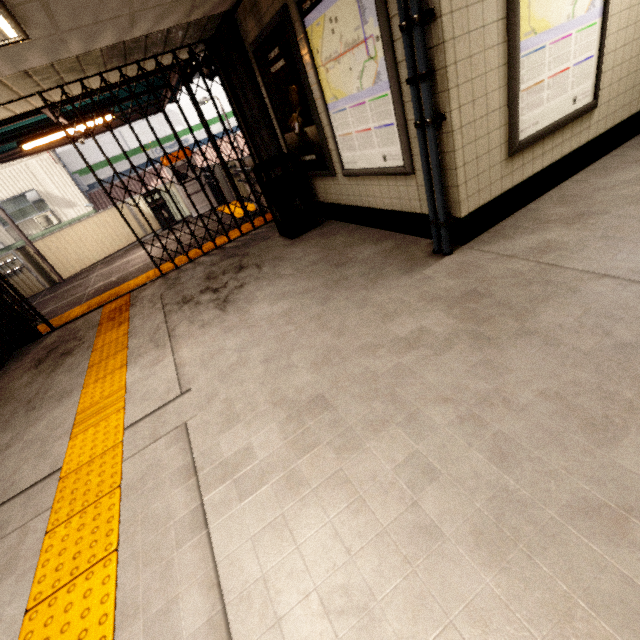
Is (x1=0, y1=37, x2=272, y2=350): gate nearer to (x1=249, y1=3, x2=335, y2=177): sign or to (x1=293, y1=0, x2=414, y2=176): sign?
(x1=249, y1=3, x2=335, y2=177): sign

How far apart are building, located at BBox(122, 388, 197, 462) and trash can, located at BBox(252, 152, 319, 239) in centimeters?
314cm

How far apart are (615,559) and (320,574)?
1.1 meters

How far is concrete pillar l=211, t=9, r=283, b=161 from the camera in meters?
4.6

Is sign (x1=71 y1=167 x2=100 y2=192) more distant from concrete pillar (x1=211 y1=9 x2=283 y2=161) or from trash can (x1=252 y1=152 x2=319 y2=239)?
trash can (x1=252 y1=152 x2=319 y2=239)

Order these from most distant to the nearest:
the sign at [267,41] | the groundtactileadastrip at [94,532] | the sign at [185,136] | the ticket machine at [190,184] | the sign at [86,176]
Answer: the sign at [185,136] < the sign at [86,176] < the ticket machine at [190,184] < the sign at [267,41] < the groundtactileadastrip at [94,532]

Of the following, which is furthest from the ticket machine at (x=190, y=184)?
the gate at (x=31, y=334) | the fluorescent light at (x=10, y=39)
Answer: the fluorescent light at (x=10, y=39)

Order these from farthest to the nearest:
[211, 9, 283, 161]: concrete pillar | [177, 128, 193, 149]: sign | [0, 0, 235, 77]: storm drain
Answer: [177, 128, 193, 149]: sign → [211, 9, 283, 161]: concrete pillar → [0, 0, 235, 77]: storm drain
